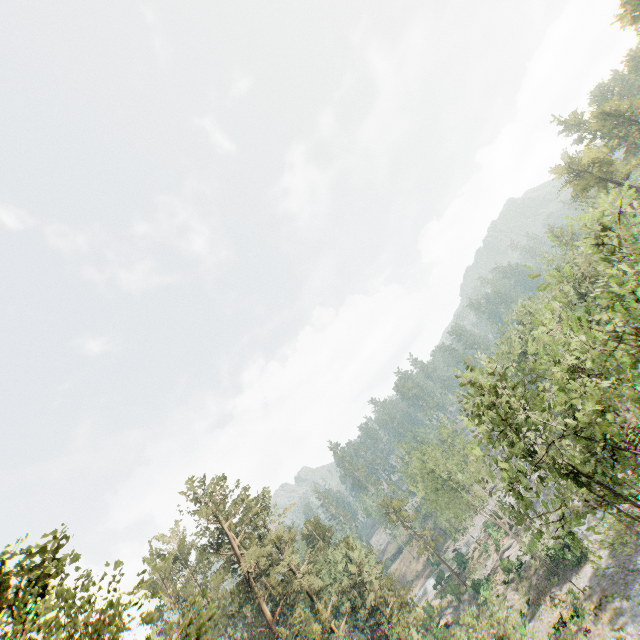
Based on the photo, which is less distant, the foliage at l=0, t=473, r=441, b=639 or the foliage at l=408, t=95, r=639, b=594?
A: the foliage at l=0, t=473, r=441, b=639

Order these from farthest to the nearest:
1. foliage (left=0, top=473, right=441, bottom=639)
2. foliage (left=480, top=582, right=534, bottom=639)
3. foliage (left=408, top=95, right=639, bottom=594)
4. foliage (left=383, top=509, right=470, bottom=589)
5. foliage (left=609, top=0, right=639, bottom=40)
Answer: foliage (left=383, top=509, right=470, bottom=589) < foliage (left=609, top=0, right=639, bottom=40) < foliage (left=480, top=582, right=534, bottom=639) < foliage (left=408, top=95, right=639, bottom=594) < foliage (left=0, top=473, right=441, bottom=639)

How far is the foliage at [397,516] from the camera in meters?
55.1 m

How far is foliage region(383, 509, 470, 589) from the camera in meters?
55.1

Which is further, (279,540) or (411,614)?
(279,540)

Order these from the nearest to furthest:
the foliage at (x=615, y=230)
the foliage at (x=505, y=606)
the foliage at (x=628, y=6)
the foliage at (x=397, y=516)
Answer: the foliage at (x=615, y=230) → the foliage at (x=505, y=606) → the foliage at (x=628, y=6) → the foliage at (x=397, y=516)

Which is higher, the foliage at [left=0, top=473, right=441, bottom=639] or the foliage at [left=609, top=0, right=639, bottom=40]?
the foliage at [left=609, top=0, right=639, bottom=40]
